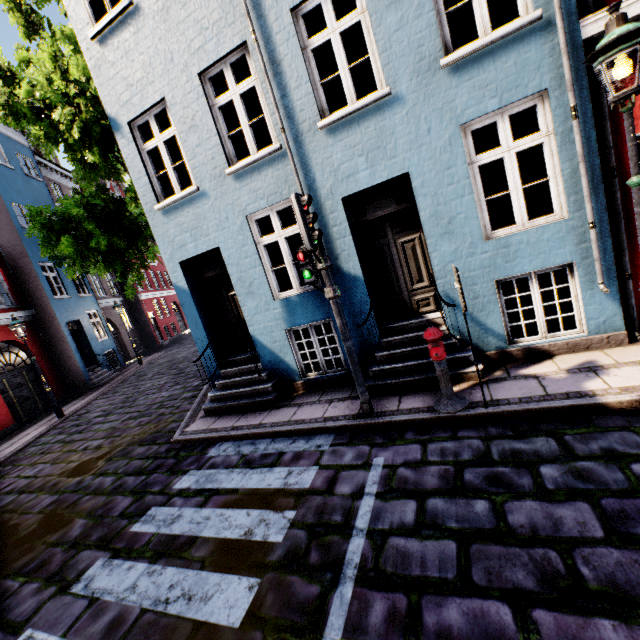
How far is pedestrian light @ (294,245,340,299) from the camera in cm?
470

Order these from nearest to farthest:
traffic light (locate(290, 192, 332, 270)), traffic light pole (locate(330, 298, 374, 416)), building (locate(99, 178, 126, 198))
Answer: traffic light (locate(290, 192, 332, 270)), traffic light pole (locate(330, 298, 374, 416)), building (locate(99, 178, 126, 198))

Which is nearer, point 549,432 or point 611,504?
point 611,504

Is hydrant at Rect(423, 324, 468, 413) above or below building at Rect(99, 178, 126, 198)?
below

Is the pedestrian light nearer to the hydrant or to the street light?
the hydrant

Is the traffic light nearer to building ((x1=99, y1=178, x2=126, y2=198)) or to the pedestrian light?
the pedestrian light

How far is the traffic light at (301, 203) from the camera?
4.2m

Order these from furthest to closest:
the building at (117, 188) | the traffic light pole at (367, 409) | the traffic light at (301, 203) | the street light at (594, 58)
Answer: the building at (117, 188), the traffic light pole at (367, 409), the traffic light at (301, 203), the street light at (594, 58)
